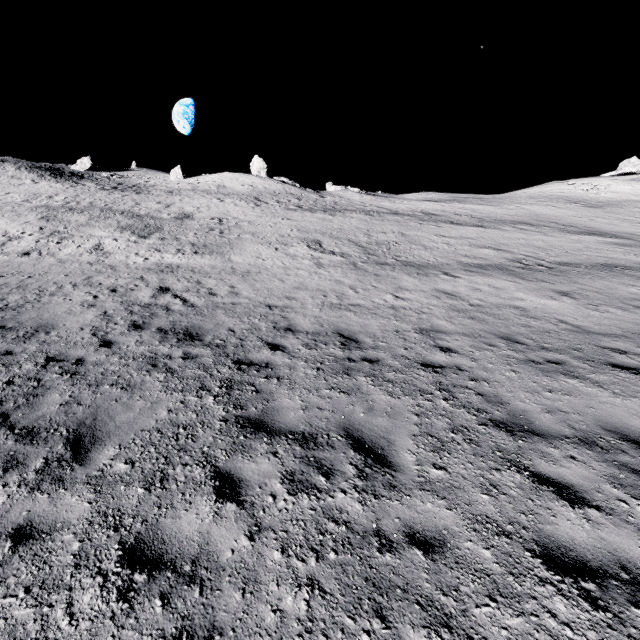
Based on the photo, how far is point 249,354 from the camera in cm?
740

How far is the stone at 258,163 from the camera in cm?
4741

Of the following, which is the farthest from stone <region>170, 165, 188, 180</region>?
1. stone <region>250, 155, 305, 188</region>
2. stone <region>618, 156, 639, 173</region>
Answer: stone <region>618, 156, 639, 173</region>

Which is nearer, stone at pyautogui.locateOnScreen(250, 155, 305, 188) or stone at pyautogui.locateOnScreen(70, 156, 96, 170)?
stone at pyautogui.locateOnScreen(250, 155, 305, 188)

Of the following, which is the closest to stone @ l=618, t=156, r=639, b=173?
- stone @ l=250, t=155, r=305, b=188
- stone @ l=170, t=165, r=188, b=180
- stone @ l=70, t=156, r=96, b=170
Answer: stone @ l=250, t=155, r=305, b=188

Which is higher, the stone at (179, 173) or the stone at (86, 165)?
the stone at (86, 165)
